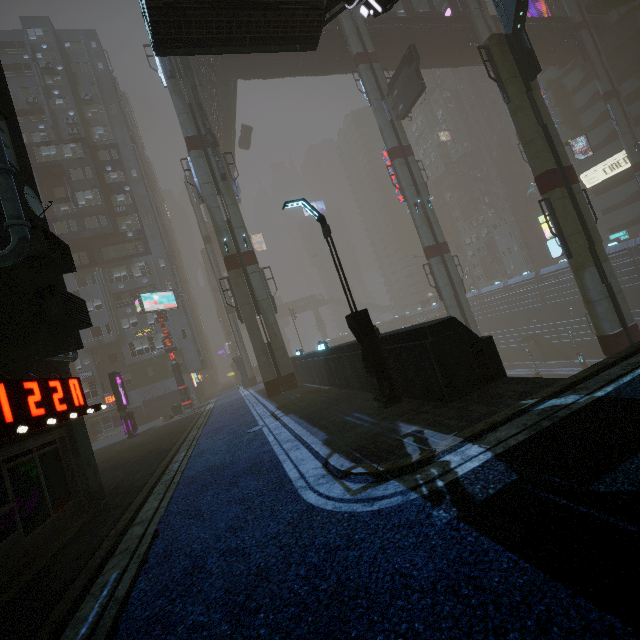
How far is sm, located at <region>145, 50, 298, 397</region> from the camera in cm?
2172

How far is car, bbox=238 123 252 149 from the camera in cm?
4638

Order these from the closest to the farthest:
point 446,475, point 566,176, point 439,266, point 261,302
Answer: point 446,475, point 566,176, point 261,302, point 439,266

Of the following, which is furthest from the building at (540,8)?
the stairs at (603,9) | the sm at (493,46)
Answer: the stairs at (603,9)

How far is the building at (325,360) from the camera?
12.6 meters

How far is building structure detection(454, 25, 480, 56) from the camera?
34.2 meters

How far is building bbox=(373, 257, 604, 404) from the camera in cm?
805

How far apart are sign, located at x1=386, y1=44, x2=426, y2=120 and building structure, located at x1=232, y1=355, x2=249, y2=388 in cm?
2919
